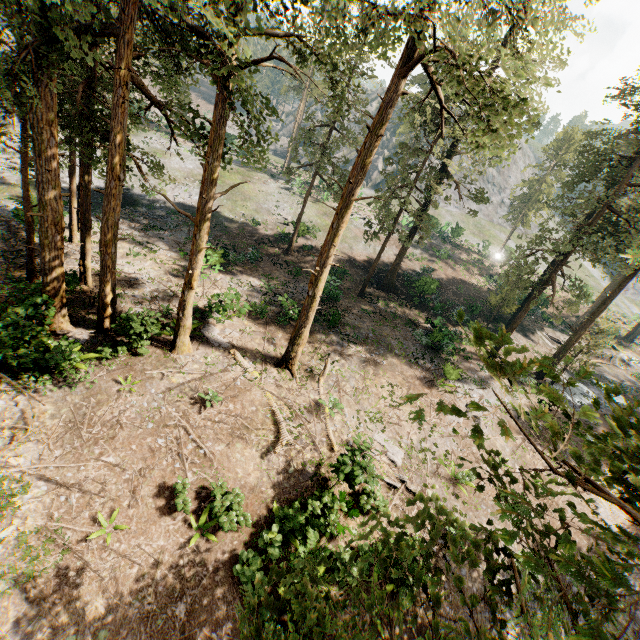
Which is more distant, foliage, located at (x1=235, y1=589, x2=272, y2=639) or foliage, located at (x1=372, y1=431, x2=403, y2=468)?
foliage, located at (x1=372, y1=431, x2=403, y2=468)

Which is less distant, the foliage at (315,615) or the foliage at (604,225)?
the foliage at (604,225)

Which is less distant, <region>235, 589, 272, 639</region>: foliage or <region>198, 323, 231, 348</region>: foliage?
<region>235, 589, 272, 639</region>: foliage

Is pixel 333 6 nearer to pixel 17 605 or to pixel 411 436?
pixel 411 436

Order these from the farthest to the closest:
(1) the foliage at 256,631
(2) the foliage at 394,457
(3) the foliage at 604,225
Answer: (2) the foliage at 394,457 < (1) the foliage at 256,631 < (3) the foliage at 604,225
